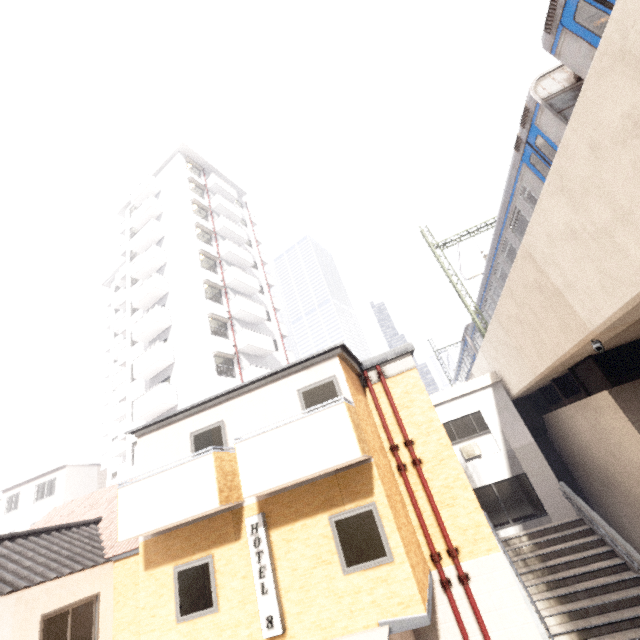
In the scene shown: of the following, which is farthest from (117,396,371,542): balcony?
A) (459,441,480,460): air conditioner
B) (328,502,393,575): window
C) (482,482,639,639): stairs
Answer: (459,441,480,460): air conditioner

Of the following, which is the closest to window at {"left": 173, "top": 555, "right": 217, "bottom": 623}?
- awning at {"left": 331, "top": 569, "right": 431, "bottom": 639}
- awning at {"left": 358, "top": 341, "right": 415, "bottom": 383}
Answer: awning at {"left": 331, "top": 569, "right": 431, "bottom": 639}

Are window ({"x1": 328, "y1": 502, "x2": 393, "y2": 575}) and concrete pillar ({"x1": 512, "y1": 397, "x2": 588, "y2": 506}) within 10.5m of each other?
no

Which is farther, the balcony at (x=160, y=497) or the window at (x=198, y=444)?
the window at (x=198, y=444)

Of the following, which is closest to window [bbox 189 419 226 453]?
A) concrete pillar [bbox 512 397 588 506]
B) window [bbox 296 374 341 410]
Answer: window [bbox 296 374 341 410]

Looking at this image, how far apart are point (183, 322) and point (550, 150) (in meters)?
21.72

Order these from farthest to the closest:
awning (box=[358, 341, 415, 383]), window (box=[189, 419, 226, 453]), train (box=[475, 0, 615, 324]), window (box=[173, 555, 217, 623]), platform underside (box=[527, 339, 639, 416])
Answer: awning (box=[358, 341, 415, 383])
platform underside (box=[527, 339, 639, 416])
window (box=[189, 419, 226, 453])
window (box=[173, 555, 217, 623])
train (box=[475, 0, 615, 324])

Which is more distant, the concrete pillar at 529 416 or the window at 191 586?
the concrete pillar at 529 416
